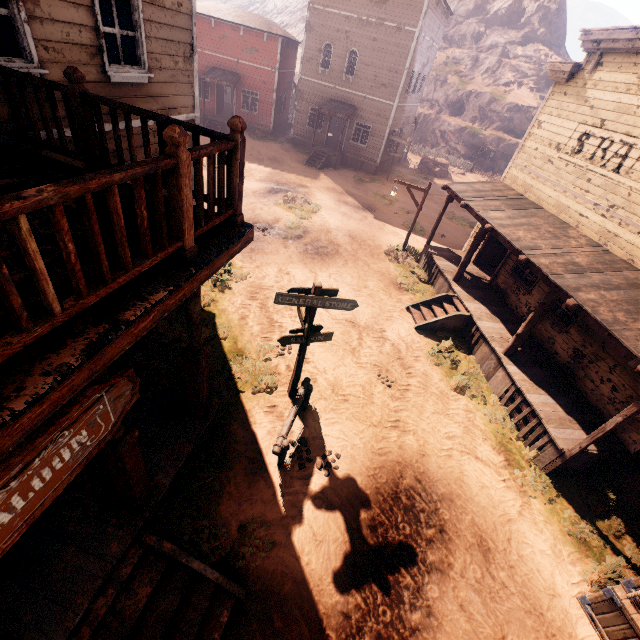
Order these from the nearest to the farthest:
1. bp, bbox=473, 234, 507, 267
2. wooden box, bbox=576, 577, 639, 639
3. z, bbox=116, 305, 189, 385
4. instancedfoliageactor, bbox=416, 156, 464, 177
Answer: wooden box, bbox=576, 577, 639, 639 → z, bbox=116, 305, 189, 385 → bp, bbox=473, 234, 507, 267 → instancedfoliageactor, bbox=416, 156, 464, 177

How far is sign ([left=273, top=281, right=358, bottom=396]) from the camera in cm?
596

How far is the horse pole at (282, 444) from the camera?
6.1m

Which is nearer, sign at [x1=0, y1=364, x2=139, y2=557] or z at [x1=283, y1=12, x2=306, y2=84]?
sign at [x1=0, y1=364, x2=139, y2=557]

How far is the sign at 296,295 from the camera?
5.96m

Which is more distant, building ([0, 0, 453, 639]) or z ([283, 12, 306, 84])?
z ([283, 12, 306, 84])

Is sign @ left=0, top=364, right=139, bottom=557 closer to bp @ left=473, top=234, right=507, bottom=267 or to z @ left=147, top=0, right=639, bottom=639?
z @ left=147, top=0, right=639, bottom=639

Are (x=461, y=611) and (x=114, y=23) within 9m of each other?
no
